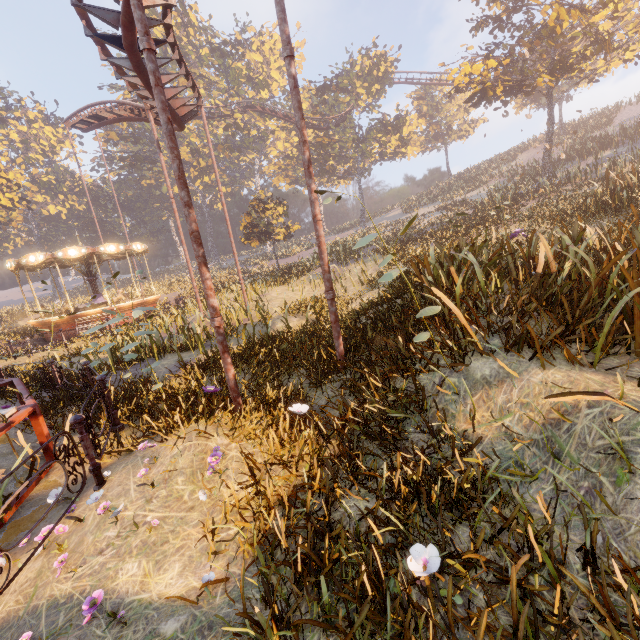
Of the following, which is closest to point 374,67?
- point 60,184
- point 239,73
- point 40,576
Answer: point 239,73

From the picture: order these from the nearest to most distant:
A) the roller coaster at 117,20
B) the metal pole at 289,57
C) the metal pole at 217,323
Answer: the metal pole at 217,323 → the metal pole at 289,57 → the roller coaster at 117,20

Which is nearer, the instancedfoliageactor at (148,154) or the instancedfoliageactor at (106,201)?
the instancedfoliageactor at (148,154)

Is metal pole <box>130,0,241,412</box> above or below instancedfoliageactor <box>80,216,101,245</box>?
below

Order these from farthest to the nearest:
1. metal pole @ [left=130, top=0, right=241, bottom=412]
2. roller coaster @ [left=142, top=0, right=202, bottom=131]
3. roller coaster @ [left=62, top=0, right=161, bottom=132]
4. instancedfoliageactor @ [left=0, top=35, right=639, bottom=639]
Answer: roller coaster @ [left=142, top=0, right=202, bottom=131] < roller coaster @ [left=62, top=0, right=161, bottom=132] < metal pole @ [left=130, top=0, right=241, bottom=412] < instancedfoliageactor @ [left=0, top=35, right=639, bottom=639]

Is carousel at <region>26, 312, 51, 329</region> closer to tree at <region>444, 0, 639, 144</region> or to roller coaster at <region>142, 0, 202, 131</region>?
roller coaster at <region>142, 0, 202, 131</region>

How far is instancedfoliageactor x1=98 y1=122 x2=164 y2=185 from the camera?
46.8 meters
